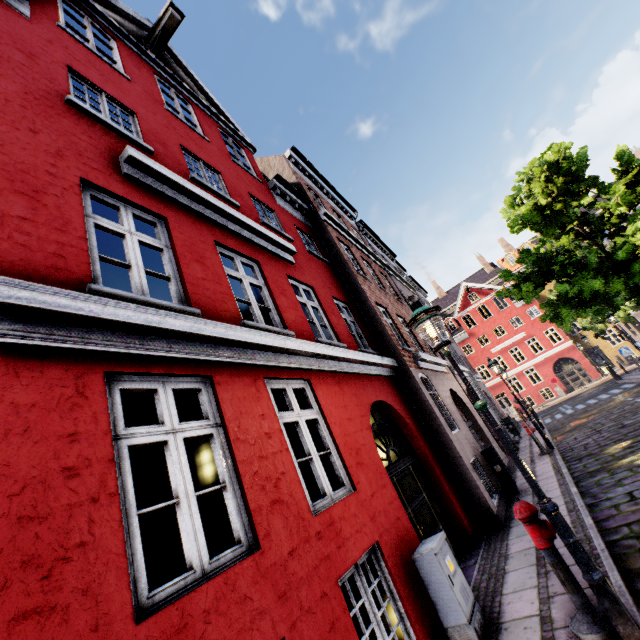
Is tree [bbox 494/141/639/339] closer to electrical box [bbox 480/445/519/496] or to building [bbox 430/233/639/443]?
building [bbox 430/233/639/443]

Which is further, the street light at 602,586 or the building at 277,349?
the street light at 602,586

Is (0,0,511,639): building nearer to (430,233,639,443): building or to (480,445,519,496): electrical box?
(480,445,519,496): electrical box

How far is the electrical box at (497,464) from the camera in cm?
884

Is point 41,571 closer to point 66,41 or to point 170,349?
point 170,349

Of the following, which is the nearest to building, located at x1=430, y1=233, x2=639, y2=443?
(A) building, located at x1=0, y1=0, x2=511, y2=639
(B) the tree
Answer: (B) the tree

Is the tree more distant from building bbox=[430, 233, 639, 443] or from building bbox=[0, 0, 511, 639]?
building bbox=[0, 0, 511, 639]

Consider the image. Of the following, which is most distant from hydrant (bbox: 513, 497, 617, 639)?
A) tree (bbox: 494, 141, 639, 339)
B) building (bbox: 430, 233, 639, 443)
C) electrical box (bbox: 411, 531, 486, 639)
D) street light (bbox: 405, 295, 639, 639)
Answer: building (bbox: 430, 233, 639, 443)
